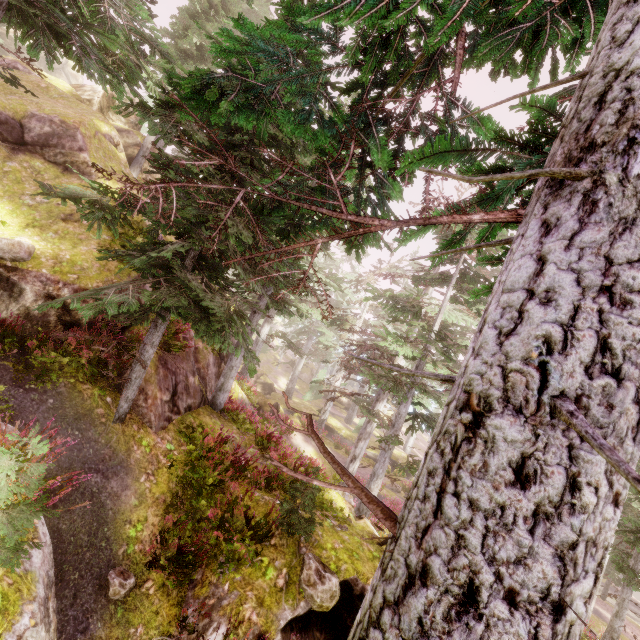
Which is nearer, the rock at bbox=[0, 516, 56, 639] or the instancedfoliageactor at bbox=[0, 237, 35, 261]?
the rock at bbox=[0, 516, 56, 639]

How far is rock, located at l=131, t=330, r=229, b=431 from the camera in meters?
8.1

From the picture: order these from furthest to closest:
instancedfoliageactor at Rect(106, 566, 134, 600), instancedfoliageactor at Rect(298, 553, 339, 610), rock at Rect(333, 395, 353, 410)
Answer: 1. rock at Rect(333, 395, 353, 410)
2. instancedfoliageactor at Rect(298, 553, 339, 610)
3. instancedfoliageactor at Rect(106, 566, 134, 600)

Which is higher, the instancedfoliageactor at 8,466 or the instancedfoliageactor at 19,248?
the instancedfoliageactor at 19,248

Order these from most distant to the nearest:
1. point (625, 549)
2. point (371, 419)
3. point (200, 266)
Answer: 1. point (625, 549)
2. point (371, 419)
3. point (200, 266)

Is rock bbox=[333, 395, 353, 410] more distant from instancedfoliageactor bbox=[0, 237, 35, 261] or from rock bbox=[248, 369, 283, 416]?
rock bbox=[248, 369, 283, 416]

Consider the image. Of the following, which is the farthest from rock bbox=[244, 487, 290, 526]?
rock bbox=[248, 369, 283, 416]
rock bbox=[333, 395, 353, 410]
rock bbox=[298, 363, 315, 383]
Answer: rock bbox=[333, 395, 353, 410]

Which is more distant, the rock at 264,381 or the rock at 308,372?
the rock at 308,372
